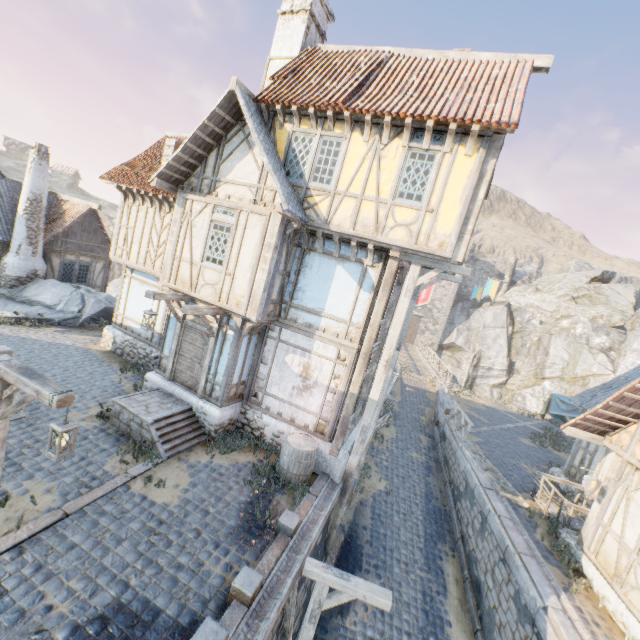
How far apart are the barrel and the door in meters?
3.3 m

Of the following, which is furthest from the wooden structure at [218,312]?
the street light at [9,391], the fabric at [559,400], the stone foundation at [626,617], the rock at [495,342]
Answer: the fabric at [559,400]

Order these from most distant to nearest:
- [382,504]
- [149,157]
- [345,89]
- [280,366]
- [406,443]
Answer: [406,443], [149,157], [382,504], [280,366], [345,89]

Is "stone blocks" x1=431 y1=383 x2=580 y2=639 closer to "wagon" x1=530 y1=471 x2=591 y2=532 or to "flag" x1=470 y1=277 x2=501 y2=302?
"wagon" x1=530 y1=471 x2=591 y2=532

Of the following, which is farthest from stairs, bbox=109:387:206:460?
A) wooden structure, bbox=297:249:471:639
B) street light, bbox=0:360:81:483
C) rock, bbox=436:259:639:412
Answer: rock, bbox=436:259:639:412

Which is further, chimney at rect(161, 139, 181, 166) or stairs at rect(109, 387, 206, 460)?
chimney at rect(161, 139, 181, 166)

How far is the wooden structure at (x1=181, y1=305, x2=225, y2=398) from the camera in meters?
8.6 m

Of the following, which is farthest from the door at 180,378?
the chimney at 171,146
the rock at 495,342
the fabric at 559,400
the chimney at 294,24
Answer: the fabric at 559,400
